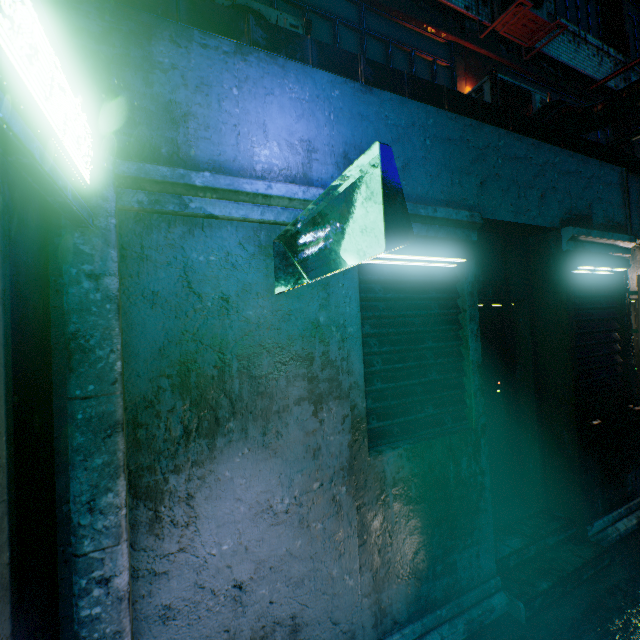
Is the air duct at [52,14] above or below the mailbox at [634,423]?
above

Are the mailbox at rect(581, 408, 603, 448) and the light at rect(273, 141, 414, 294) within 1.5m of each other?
no

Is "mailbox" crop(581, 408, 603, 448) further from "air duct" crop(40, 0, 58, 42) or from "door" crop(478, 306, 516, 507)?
"air duct" crop(40, 0, 58, 42)

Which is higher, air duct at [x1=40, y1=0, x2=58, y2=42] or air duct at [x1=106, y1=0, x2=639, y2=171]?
air duct at [x1=106, y1=0, x2=639, y2=171]

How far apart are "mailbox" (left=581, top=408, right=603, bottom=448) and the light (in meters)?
3.07

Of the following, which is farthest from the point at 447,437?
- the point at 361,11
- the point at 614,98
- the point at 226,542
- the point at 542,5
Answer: the point at 542,5

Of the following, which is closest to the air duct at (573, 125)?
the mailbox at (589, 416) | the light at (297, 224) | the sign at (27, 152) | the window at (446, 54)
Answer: the sign at (27, 152)

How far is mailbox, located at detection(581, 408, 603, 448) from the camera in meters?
3.0 m
